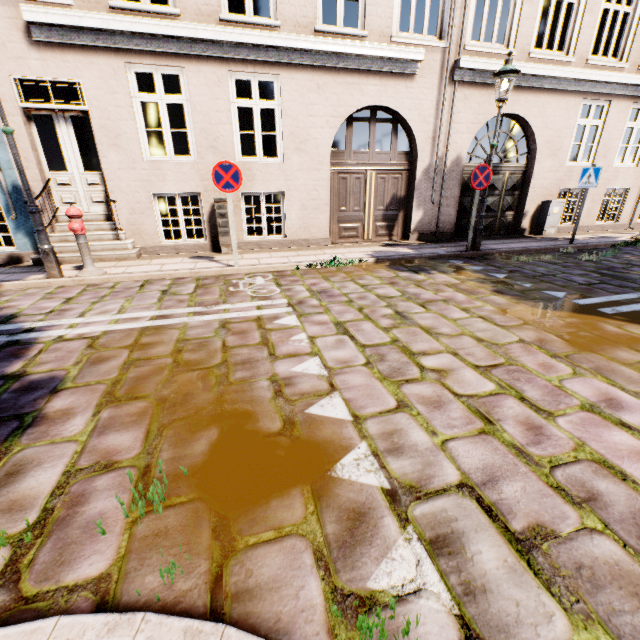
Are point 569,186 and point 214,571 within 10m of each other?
no

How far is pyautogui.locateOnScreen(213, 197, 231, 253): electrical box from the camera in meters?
7.4

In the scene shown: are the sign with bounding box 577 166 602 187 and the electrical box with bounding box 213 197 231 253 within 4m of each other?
no

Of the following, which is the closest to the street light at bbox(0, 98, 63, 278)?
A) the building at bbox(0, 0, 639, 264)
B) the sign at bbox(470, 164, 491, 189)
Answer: the sign at bbox(470, 164, 491, 189)

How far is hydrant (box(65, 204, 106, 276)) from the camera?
5.6m

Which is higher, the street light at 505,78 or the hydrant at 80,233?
the street light at 505,78

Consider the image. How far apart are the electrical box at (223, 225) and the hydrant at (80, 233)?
2.50m

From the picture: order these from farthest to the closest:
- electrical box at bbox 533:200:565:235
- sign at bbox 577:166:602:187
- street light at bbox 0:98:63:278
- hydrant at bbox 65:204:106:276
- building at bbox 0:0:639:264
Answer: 1. electrical box at bbox 533:200:565:235
2. sign at bbox 577:166:602:187
3. building at bbox 0:0:639:264
4. hydrant at bbox 65:204:106:276
5. street light at bbox 0:98:63:278
